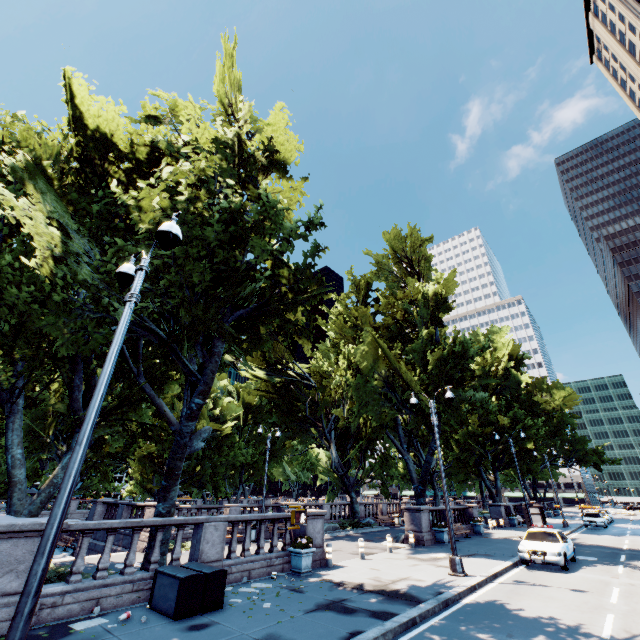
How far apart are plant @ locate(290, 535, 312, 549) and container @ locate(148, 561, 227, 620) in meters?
4.1

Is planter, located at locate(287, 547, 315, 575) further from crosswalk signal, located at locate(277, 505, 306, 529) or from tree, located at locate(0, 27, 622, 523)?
crosswalk signal, located at locate(277, 505, 306, 529)

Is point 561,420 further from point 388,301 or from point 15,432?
point 15,432

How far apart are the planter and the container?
4.05m

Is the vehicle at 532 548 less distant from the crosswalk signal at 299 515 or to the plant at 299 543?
the plant at 299 543

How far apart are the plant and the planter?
0.0m

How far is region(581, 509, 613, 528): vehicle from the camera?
33.75m

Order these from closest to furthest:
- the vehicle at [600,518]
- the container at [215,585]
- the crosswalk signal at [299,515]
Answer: the crosswalk signal at [299,515], the container at [215,585], the vehicle at [600,518]
